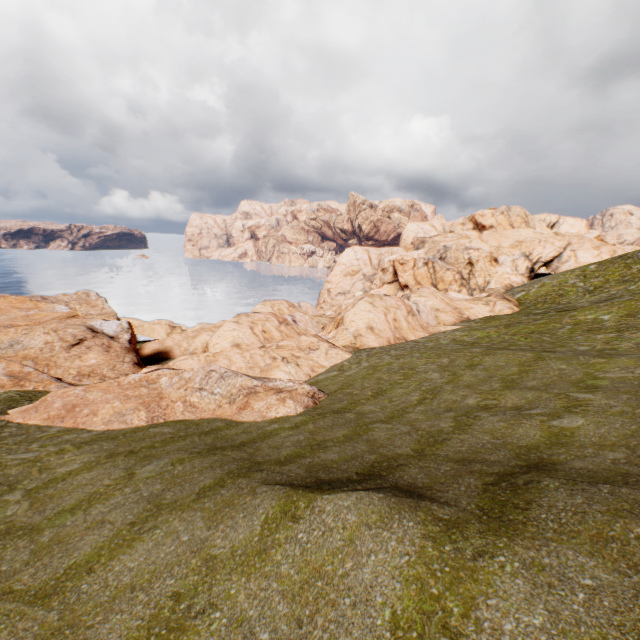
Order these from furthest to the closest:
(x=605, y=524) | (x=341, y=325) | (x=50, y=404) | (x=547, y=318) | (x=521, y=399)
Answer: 1. (x=341, y=325)
2. (x=547, y=318)
3. (x=50, y=404)
4. (x=521, y=399)
5. (x=605, y=524)
